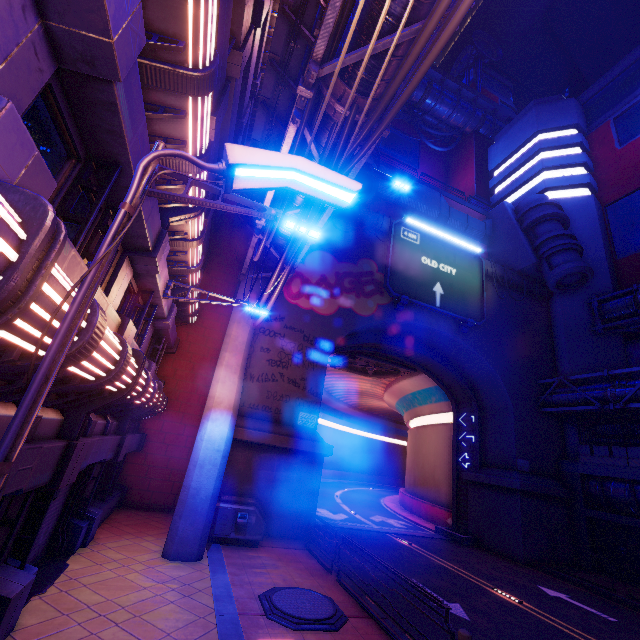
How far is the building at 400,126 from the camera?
42.3m

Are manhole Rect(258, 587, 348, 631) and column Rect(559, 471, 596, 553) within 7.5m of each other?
no

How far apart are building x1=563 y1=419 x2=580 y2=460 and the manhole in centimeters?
2025cm

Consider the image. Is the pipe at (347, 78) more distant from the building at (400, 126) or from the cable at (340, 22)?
the building at (400, 126)

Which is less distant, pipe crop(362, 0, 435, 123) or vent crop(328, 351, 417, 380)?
pipe crop(362, 0, 435, 123)

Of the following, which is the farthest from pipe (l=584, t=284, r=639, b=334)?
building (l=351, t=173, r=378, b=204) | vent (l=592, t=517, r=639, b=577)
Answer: building (l=351, t=173, r=378, b=204)

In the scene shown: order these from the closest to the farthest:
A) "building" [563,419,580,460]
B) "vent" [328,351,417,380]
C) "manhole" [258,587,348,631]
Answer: "manhole" [258,587,348,631], "building" [563,419,580,460], "vent" [328,351,417,380]

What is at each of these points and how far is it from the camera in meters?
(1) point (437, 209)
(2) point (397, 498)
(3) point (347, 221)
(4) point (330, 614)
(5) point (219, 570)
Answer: (1) walkway, 26.3
(2) tunnel, 38.8
(3) wall arch, 20.6
(4) manhole, 7.6
(5) beam, 9.1
